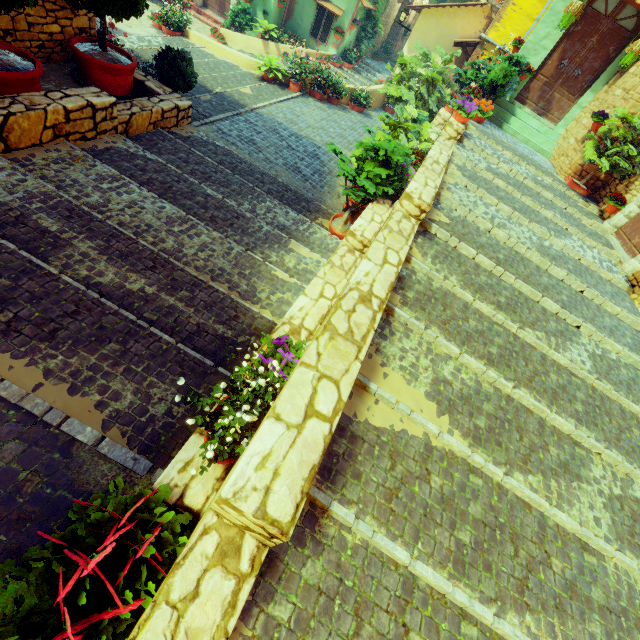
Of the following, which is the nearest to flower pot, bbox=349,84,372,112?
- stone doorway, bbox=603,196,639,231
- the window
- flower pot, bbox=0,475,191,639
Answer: stone doorway, bbox=603,196,639,231

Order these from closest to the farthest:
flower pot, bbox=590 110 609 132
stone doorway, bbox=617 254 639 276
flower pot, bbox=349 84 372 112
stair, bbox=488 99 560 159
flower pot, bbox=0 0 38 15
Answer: flower pot, bbox=0 0 38 15
stone doorway, bbox=617 254 639 276
flower pot, bbox=590 110 609 132
stair, bbox=488 99 560 159
flower pot, bbox=349 84 372 112

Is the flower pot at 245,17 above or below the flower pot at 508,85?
below

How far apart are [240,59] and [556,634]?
15.9 meters

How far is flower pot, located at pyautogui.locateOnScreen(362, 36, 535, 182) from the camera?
6.9m

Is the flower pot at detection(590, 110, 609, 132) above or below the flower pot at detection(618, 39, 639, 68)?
below

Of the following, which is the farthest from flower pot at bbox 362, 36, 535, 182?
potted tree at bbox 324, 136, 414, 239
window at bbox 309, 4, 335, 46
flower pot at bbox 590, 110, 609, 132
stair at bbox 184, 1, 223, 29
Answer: stair at bbox 184, 1, 223, 29

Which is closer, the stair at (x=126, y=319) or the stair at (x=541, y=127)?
the stair at (x=126, y=319)
